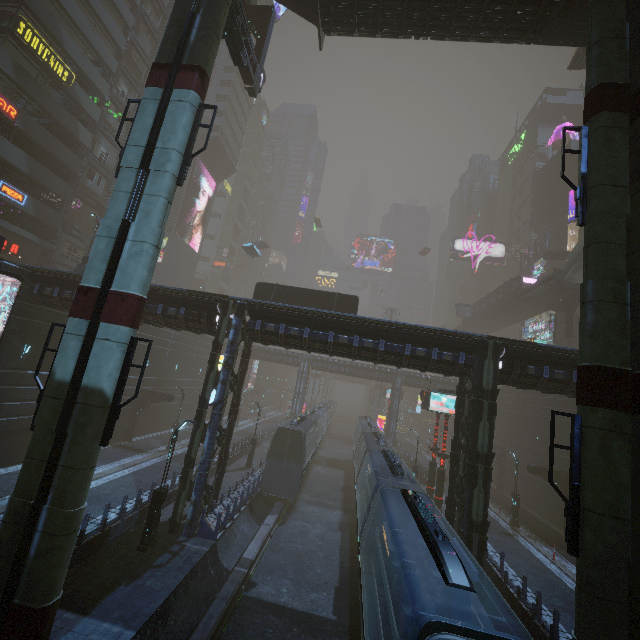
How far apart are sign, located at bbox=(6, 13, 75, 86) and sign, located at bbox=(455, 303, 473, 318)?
58.86m

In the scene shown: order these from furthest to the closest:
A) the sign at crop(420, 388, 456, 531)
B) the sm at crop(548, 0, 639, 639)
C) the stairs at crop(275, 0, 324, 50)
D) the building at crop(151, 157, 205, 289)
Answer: the building at crop(151, 157, 205, 289)
the sign at crop(420, 388, 456, 531)
the stairs at crop(275, 0, 324, 50)
the sm at crop(548, 0, 639, 639)

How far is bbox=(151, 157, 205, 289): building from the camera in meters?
49.6 m

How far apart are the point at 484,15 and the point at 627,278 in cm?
1576

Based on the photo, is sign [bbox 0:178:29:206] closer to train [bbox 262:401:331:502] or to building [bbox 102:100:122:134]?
building [bbox 102:100:122:134]

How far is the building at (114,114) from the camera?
37.3 meters

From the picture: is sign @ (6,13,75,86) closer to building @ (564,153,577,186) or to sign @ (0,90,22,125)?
building @ (564,153,577,186)
